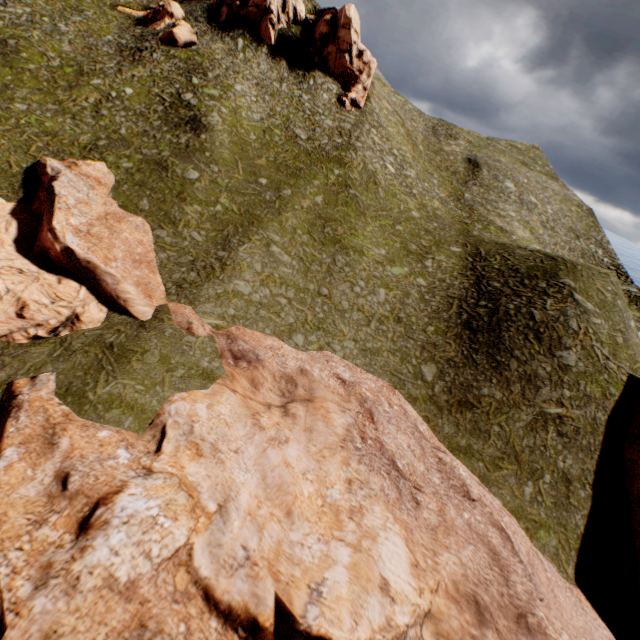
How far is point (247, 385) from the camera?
19.8m

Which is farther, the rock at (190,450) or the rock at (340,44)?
the rock at (340,44)

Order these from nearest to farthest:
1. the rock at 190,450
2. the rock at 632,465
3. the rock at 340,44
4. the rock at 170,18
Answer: the rock at 190,450 < the rock at 632,465 < the rock at 170,18 < the rock at 340,44

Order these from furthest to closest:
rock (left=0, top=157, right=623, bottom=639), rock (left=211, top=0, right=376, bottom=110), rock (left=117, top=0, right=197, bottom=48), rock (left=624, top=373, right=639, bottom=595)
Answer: rock (left=211, top=0, right=376, bottom=110) < rock (left=117, top=0, right=197, bottom=48) < rock (left=624, top=373, right=639, bottom=595) < rock (left=0, top=157, right=623, bottom=639)

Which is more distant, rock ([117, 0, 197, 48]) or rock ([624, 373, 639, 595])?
rock ([117, 0, 197, 48])

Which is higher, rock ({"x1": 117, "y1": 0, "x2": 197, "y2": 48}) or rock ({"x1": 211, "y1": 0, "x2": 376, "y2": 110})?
rock ({"x1": 211, "y1": 0, "x2": 376, "y2": 110})
